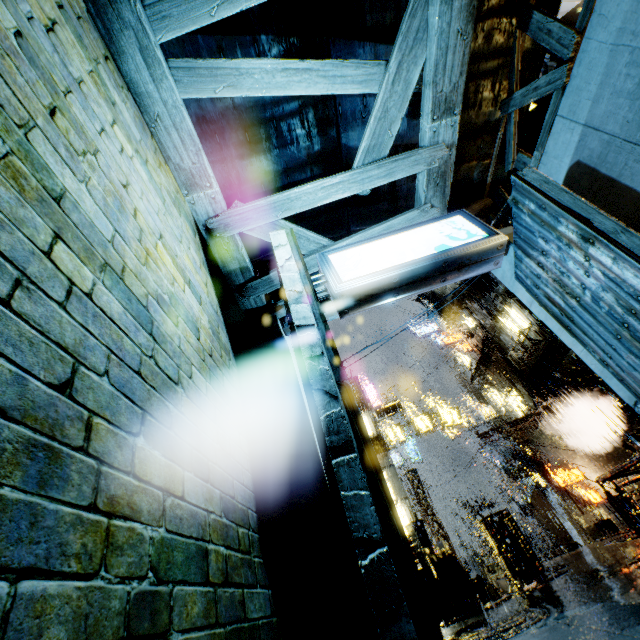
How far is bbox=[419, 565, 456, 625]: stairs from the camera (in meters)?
9.34

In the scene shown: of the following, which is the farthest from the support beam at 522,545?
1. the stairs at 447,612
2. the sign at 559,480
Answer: the sign at 559,480

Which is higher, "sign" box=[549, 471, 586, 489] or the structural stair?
"sign" box=[549, 471, 586, 489]

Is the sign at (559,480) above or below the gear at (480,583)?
above

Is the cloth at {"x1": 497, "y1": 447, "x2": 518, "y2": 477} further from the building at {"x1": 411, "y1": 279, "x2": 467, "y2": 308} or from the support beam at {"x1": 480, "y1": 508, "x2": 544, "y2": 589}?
the support beam at {"x1": 480, "y1": 508, "x2": 544, "y2": 589}

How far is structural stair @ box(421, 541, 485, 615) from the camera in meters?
9.4

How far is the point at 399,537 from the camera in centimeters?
231cm

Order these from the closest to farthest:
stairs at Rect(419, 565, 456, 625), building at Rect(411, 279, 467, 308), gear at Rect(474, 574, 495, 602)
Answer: stairs at Rect(419, 565, 456, 625)
gear at Rect(474, 574, 495, 602)
building at Rect(411, 279, 467, 308)
